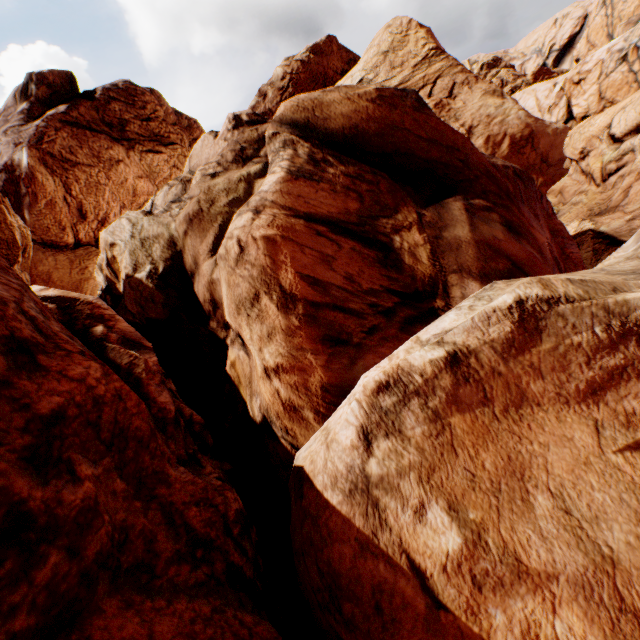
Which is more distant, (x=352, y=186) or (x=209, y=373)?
(x=209, y=373)
